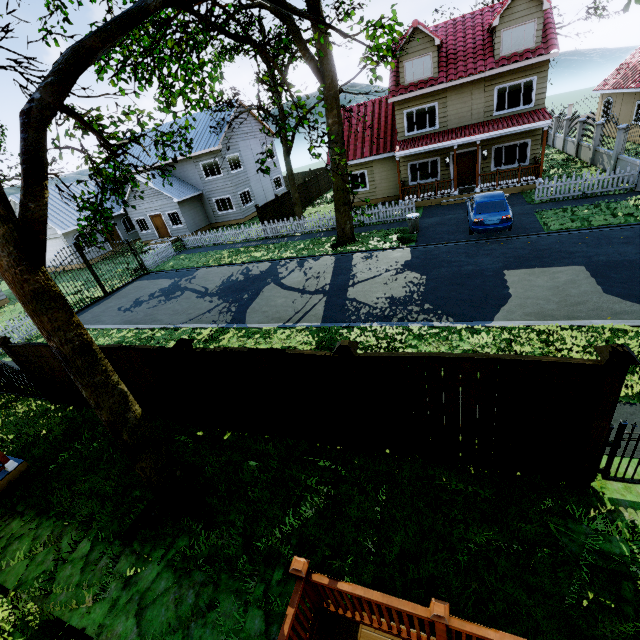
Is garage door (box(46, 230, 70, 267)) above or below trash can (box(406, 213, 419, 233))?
above

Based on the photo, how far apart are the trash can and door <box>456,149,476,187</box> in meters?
6.7 m

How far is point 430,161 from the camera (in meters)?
20.95

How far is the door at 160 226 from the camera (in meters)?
28.63

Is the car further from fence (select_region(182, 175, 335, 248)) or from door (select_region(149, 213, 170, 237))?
door (select_region(149, 213, 170, 237))

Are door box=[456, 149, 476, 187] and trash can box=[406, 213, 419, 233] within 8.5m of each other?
yes

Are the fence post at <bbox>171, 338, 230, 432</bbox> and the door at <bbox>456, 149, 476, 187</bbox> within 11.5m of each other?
no

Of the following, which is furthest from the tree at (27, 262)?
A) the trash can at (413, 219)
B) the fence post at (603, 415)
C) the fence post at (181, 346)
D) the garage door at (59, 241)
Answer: the garage door at (59, 241)
